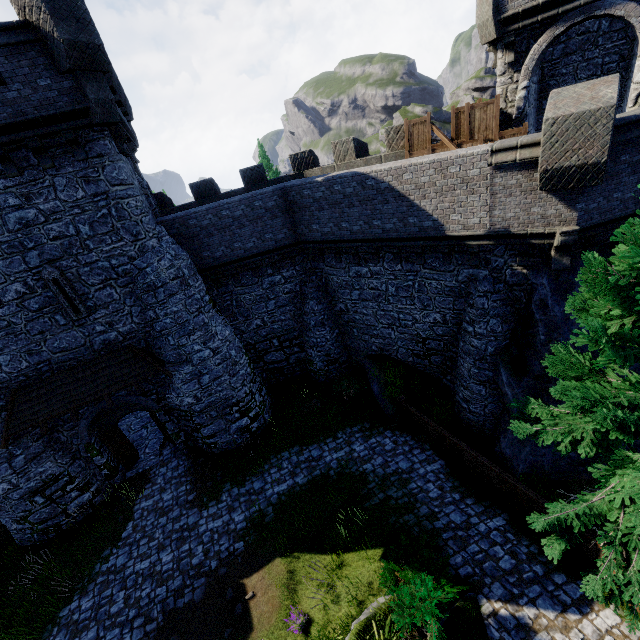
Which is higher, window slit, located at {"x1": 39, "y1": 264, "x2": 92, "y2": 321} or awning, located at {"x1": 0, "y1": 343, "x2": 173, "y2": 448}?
window slit, located at {"x1": 39, "y1": 264, "x2": 92, "y2": 321}

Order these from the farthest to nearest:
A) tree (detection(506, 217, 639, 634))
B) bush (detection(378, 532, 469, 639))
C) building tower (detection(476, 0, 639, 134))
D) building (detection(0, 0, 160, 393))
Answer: building tower (detection(476, 0, 639, 134)), building (detection(0, 0, 160, 393)), bush (detection(378, 532, 469, 639)), tree (detection(506, 217, 639, 634))

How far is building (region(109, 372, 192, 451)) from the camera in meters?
14.1 m

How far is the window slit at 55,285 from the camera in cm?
1138

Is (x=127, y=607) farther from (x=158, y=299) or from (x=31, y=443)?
(x=158, y=299)

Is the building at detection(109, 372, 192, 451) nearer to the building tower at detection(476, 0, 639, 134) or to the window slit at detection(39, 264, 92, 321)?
the window slit at detection(39, 264, 92, 321)

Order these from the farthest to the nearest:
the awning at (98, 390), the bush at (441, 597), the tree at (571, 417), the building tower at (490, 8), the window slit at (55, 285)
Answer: the awning at (98, 390)
the window slit at (55, 285)
the building tower at (490, 8)
the bush at (441, 597)
the tree at (571, 417)

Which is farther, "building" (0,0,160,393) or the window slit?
the window slit
